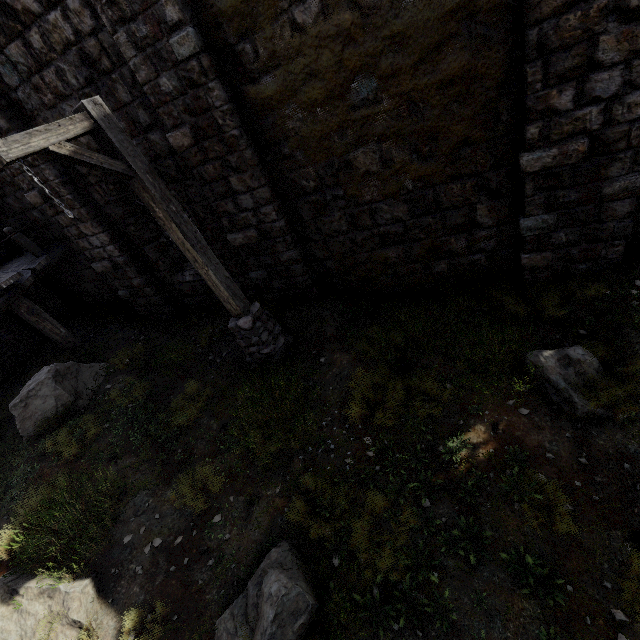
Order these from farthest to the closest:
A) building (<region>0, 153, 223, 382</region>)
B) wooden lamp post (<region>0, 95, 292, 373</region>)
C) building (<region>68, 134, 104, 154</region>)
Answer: building (<region>0, 153, 223, 382</region>) → building (<region>68, 134, 104, 154</region>) → wooden lamp post (<region>0, 95, 292, 373</region>)

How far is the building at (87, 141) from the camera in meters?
6.4

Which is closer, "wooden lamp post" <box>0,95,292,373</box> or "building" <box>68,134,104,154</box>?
"wooden lamp post" <box>0,95,292,373</box>

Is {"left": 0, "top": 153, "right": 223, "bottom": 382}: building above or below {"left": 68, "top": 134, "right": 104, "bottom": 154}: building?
below

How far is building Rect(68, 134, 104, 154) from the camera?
6.41m

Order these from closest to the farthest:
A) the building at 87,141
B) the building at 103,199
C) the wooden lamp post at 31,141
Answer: the wooden lamp post at 31,141 → the building at 87,141 → the building at 103,199

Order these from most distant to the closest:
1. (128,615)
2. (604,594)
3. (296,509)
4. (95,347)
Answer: (95,347) → (296,509) → (128,615) → (604,594)
